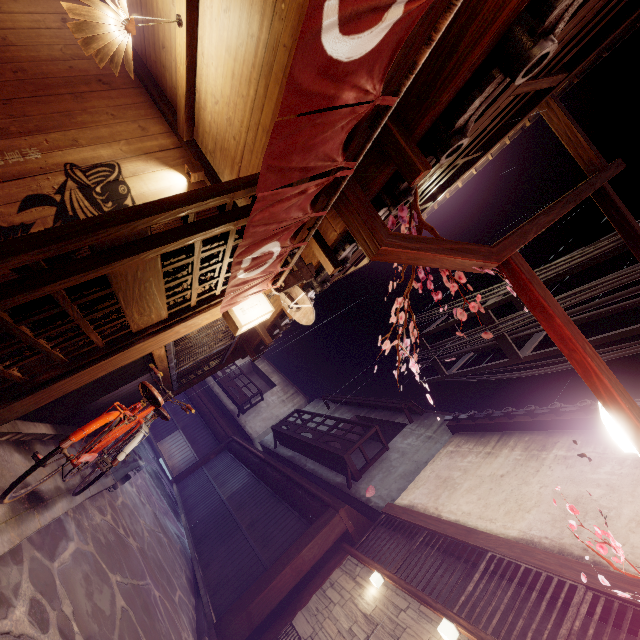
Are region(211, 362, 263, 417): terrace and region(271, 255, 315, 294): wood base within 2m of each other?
no

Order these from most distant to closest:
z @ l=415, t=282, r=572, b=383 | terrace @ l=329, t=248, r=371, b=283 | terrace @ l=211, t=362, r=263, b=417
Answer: terrace @ l=211, t=362, r=263, b=417, z @ l=415, t=282, r=572, b=383, terrace @ l=329, t=248, r=371, b=283

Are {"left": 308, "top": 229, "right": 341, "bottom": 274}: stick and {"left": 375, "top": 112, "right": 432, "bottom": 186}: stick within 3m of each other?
yes

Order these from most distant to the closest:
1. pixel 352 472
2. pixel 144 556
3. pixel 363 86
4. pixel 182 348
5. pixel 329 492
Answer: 1. pixel 329 492
2. pixel 352 472
3. pixel 144 556
4. pixel 182 348
5. pixel 363 86

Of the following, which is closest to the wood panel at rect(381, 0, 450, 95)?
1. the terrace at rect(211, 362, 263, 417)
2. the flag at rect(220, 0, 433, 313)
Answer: the flag at rect(220, 0, 433, 313)

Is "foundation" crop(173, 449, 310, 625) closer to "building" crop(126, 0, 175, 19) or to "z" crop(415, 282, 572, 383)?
"z" crop(415, 282, 572, 383)

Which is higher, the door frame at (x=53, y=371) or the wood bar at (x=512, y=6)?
the wood bar at (x=512, y=6)

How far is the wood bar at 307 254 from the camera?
6.3 meters
